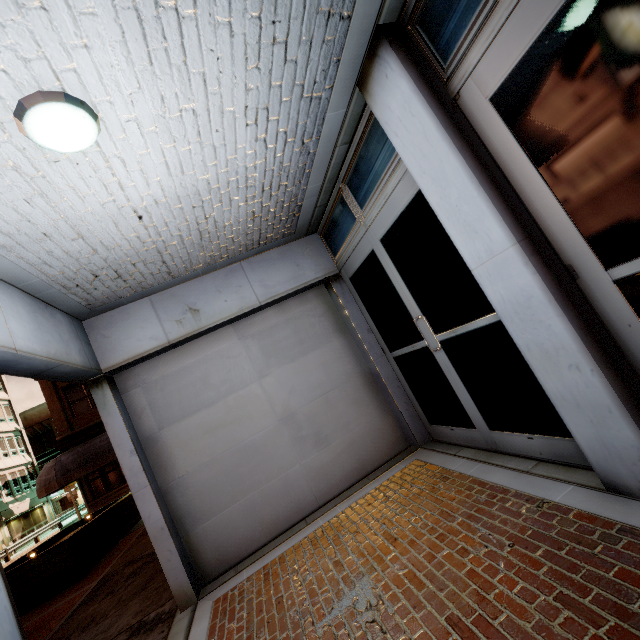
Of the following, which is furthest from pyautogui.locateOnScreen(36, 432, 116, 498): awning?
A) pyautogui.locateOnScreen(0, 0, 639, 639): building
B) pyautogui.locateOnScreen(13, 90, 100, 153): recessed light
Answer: pyautogui.locateOnScreen(13, 90, 100, 153): recessed light

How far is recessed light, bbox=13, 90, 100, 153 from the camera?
1.7 meters

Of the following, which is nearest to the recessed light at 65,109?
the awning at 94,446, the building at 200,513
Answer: the building at 200,513

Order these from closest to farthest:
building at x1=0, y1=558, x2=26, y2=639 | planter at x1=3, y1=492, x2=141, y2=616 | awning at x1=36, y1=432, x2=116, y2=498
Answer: building at x1=0, y1=558, x2=26, y2=639 < planter at x1=3, y1=492, x2=141, y2=616 < awning at x1=36, y1=432, x2=116, y2=498

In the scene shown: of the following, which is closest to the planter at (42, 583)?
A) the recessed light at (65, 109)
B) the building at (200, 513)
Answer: the building at (200, 513)

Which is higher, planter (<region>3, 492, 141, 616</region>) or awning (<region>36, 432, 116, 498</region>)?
awning (<region>36, 432, 116, 498</region>)

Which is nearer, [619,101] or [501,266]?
[619,101]

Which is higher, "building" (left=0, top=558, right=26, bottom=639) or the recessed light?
the recessed light
